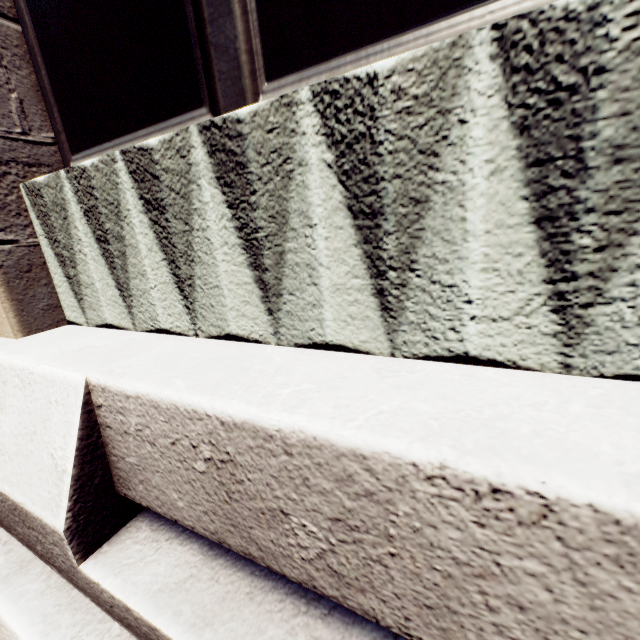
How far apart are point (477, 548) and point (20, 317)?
2.98m
